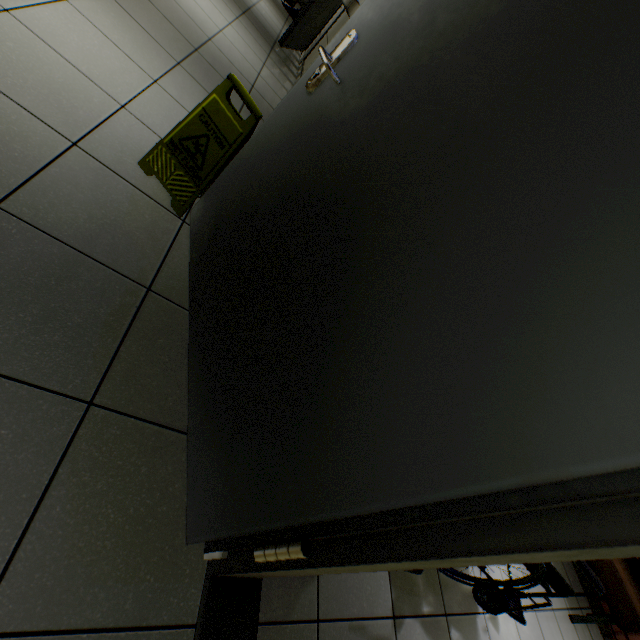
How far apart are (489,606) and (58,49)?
3.8 meters

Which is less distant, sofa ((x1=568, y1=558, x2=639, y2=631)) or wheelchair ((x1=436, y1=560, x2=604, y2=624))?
wheelchair ((x1=436, y1=560, x2=604, y2=624))

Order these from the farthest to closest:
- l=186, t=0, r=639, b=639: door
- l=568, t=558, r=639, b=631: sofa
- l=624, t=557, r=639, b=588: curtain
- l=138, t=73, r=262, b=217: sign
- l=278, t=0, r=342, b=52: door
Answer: l=278, t=0, r=342, b=52: door, l=624, t=557, r=639, b=588: curtain, l=568, t=558, r=639, b=631: sofa, l=138, t=73, r=262, b=217: sign, l=186, t=0, r=639, b=639: door

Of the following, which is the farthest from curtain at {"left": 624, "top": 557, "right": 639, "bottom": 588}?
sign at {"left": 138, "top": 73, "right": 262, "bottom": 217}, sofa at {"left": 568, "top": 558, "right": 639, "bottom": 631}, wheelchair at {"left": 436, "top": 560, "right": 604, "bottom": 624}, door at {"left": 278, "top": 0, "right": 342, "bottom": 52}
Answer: door at {"left": 278, "top": 0, "right": 342, "bottom": 52}

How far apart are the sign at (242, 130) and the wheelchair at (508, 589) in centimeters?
204cm

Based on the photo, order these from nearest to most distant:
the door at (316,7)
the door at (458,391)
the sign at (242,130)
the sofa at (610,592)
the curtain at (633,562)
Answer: the door at (458,391) < the sign at (242,130) < the sofa at (610,592) < the curtain at (633,562) < the door at (316,7)

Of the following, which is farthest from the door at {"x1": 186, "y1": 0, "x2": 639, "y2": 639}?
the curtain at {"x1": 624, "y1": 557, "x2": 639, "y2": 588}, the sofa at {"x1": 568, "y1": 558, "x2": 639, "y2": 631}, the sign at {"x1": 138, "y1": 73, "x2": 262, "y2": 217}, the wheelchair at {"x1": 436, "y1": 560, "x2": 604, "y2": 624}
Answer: the curtain at {"x1": 624, "y1": 557, "x2": 639, "y2": 588}

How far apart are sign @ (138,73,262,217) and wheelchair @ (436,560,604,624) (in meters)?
2.04
